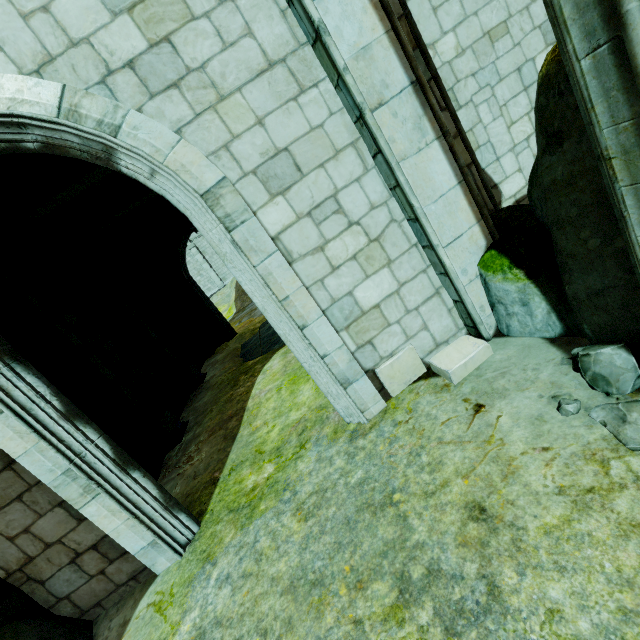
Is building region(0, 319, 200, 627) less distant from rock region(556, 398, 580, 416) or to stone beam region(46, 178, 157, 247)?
rock region(556, 398, 580, 416)

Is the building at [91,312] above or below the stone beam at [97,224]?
below

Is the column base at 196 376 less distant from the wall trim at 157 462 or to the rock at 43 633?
the wall trim at 157 462

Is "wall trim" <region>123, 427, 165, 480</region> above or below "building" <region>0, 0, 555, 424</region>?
below

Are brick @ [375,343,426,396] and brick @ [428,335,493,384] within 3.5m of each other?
yes

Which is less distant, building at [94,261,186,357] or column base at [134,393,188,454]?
column base at [134,393,188,454]

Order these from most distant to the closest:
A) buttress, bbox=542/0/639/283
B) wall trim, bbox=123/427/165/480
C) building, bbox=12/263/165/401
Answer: building, bbox=12/263/165/401 → wall trim, bbox=123/427/165/480 → buttress, bbox=542/0/639/283

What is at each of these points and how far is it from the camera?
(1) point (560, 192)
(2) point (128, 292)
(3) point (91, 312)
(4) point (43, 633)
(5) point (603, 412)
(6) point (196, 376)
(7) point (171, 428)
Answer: (1) rock, 2.5 meters
(2) building, 12.1 meters
(3) building, 9.0 meters
(4) rock, 3.5 meters
(5) rock, 2.4 meters
(6) column base, 10.9 meters
(7) column base, 7.6 meters
